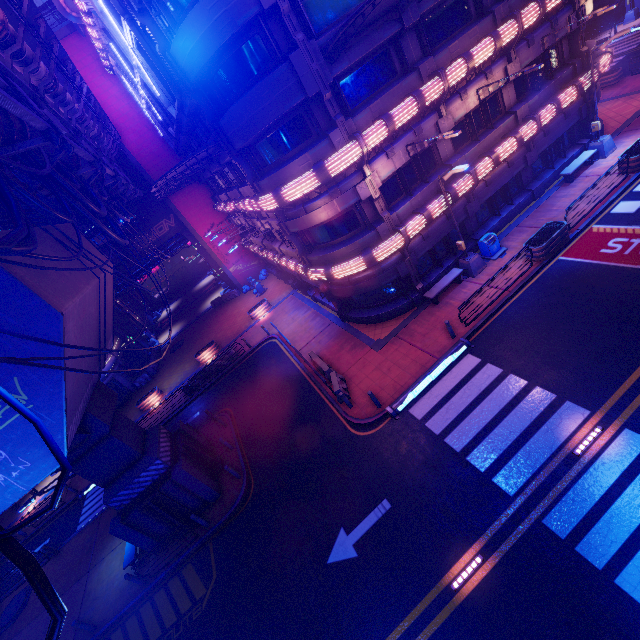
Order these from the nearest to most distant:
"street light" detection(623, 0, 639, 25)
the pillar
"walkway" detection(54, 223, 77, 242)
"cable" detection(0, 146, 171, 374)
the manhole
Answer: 1. "cable" detection(0, 146, 171, 374)
2. the pillar
3. "walkway" detection(54, 223, 77, 242)
4. the manhole
5. "street light" detection(623, 0, 639, 25)

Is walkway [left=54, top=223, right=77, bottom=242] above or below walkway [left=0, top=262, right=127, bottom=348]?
above

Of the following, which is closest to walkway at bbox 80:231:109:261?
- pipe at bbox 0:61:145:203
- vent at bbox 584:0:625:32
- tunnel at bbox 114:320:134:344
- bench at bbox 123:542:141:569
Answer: pipe at bbox 0:61:145:203

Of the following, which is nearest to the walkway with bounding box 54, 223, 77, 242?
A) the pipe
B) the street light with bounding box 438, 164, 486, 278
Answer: the pipe

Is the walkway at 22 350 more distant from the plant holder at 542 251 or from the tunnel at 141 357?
the plant holder at 542 251

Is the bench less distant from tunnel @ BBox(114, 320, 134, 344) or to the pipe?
the pipe

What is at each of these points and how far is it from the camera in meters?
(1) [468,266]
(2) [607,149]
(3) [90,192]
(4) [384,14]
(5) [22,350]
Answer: (1) street light, 17.6
(2) street light, 19.2
(3) cable, 10.8
(4) awning, 13.1
(5) walkway, 9.0

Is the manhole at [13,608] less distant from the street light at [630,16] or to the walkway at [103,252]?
the walkway at [103,252]
